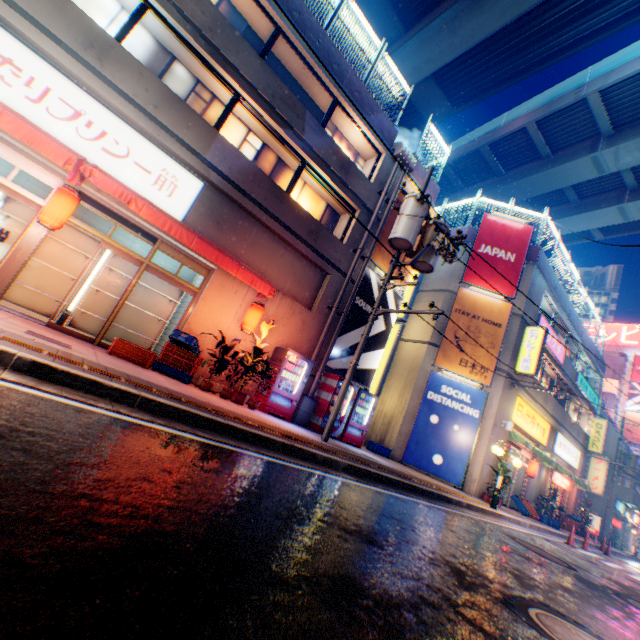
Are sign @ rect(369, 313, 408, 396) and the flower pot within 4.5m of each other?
Answer: no

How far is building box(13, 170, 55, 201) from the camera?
8.29m

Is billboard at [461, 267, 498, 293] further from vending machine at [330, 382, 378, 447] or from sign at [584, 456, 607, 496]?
sign at [584, 456, 607, 496]

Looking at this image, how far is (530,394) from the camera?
17.02m

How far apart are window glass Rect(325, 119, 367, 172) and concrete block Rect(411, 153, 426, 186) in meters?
1.8

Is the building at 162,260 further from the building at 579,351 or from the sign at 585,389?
the sign at 585,389

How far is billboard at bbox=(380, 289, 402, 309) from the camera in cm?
1354

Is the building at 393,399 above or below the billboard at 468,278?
below
